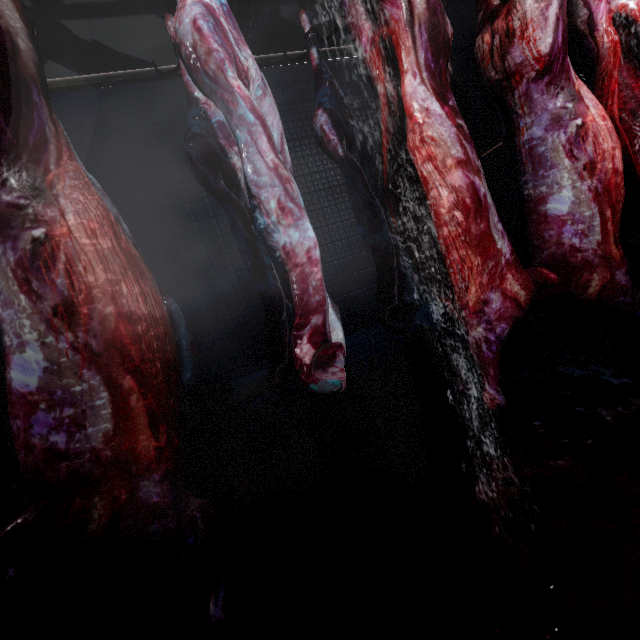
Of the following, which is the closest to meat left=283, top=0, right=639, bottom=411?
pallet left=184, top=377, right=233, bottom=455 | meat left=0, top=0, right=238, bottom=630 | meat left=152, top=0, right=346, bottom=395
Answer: meat left=152, top=0, right=346, bottom=395

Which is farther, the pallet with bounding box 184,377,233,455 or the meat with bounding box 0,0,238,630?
the pallet with bounding box 184,377,233,455

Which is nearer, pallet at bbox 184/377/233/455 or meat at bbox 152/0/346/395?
meat at bbox 152/0/346/395

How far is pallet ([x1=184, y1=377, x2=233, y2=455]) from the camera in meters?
2.2 m

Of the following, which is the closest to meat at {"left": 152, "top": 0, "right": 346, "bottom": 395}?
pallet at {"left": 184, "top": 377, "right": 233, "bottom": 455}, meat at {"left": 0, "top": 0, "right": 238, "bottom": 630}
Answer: meat at {"left": 0, "top": 0, "right": 238, "bottom": 630}

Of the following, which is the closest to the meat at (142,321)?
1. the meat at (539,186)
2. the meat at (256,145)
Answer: the meat at (256,145)

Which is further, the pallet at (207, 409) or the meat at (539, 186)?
the pallet at (207, 409)

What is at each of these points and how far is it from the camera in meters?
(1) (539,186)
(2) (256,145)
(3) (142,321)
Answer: (1) meat, 1.4 m
(2) meat, 0.9 m
(3) meat, 0.8 m
